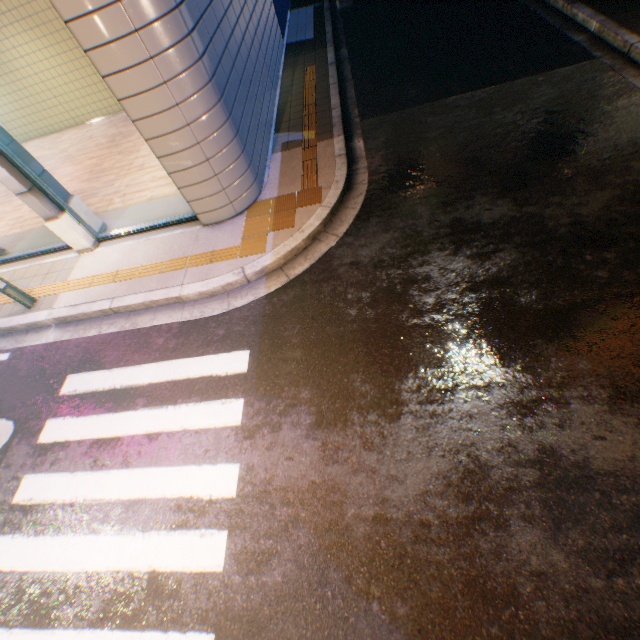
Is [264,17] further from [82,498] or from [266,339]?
[82,498]
